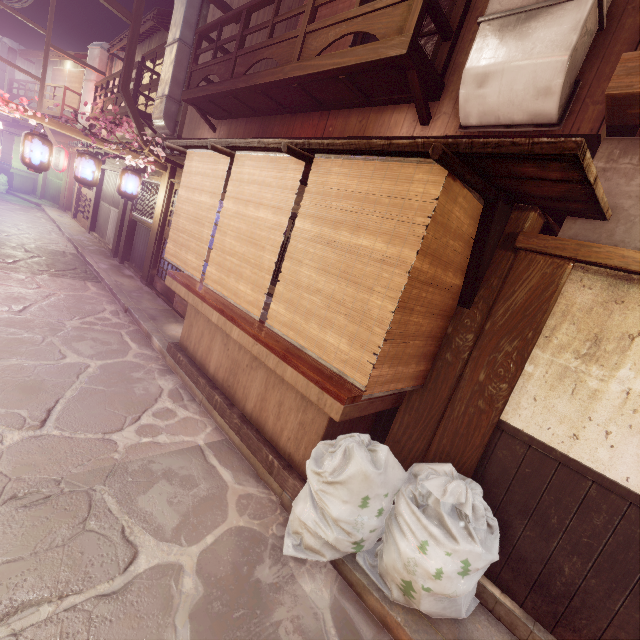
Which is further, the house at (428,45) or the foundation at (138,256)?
the foundation at (138,256)

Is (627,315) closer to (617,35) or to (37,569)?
(617,35)

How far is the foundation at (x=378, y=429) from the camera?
6.7m

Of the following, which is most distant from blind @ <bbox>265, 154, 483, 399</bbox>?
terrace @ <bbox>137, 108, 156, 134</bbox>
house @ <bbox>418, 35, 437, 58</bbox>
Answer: terrace @ <bbox>137, 108, 156, 134</bbox>

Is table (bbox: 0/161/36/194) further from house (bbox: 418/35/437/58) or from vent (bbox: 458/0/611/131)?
vent (bbox: 458/0/611/131)

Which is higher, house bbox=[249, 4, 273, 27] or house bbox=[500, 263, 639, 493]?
house bbox=[249, 4, 273, 27]

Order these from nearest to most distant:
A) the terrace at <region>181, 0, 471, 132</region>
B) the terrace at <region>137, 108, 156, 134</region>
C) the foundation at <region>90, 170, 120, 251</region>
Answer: the terrace at <region>181, 0, 471, 132</region>
the terrace at <region>137, 108, 156, 134</region>
the foundation at <region>90, 170, 120, 251</region>

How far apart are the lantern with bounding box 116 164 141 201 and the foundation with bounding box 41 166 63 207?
26.5m
